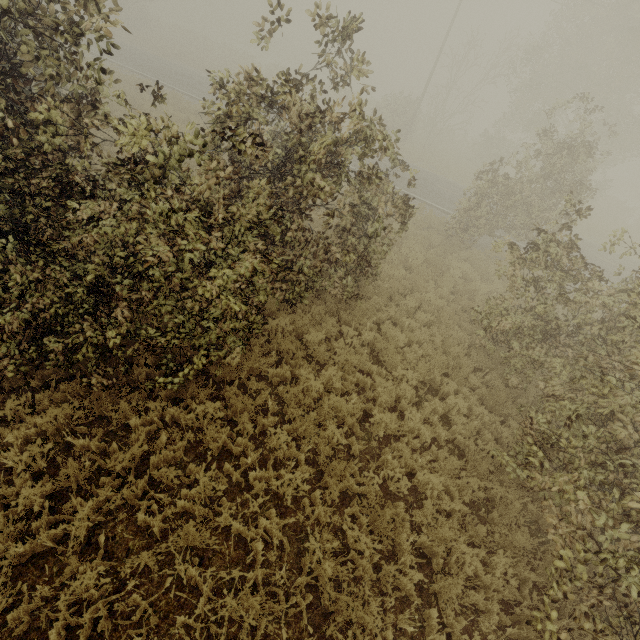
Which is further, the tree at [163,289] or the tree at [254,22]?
the tree at [254,22]

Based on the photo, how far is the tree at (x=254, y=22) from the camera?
4.9 meters

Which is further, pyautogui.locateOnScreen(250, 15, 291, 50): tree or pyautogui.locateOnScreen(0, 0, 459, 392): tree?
pyautogui.locateOnScreen(250, 15, 291, 50): tree

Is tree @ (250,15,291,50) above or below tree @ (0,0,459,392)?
above

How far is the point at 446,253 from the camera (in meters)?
13.59

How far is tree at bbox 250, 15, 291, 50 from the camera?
4.9 meters

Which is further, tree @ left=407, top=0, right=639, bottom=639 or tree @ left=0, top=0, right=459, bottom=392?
tree @ left=407, top=0, right=639, bottom=639
